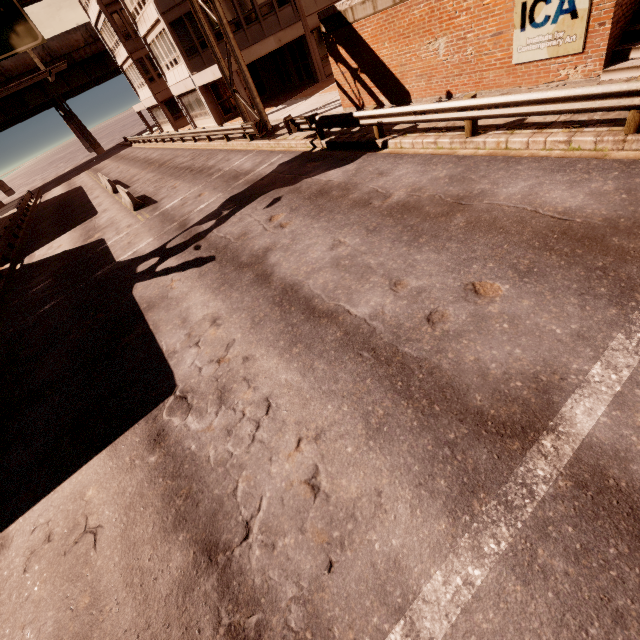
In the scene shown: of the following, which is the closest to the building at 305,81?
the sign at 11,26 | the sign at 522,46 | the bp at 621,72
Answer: the sign at 11,26

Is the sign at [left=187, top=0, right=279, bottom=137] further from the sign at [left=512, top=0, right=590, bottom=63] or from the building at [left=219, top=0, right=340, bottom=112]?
the sign at [left=512, top=0, right=590, bottom=63]

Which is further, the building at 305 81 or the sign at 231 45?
the building at 305 81

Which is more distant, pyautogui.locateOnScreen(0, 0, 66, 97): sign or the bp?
pyautogui.locateOnScreen(0, 0, 66, 97): sign

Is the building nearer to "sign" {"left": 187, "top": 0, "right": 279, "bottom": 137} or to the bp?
"sign" {"left": 187, "top": 0, "right": 279, "bottom": 137}

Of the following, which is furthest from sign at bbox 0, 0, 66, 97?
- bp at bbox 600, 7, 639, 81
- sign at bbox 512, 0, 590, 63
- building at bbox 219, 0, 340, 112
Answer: bp at bbox 600, 7, 639, 81

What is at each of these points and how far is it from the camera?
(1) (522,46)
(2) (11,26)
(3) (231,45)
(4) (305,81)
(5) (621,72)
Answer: (1) sign, 9.04m
(2) sign, 11.59m
(3) sign, 15.59m
(4) building, 26.55m
(5) bp, 8.00m
